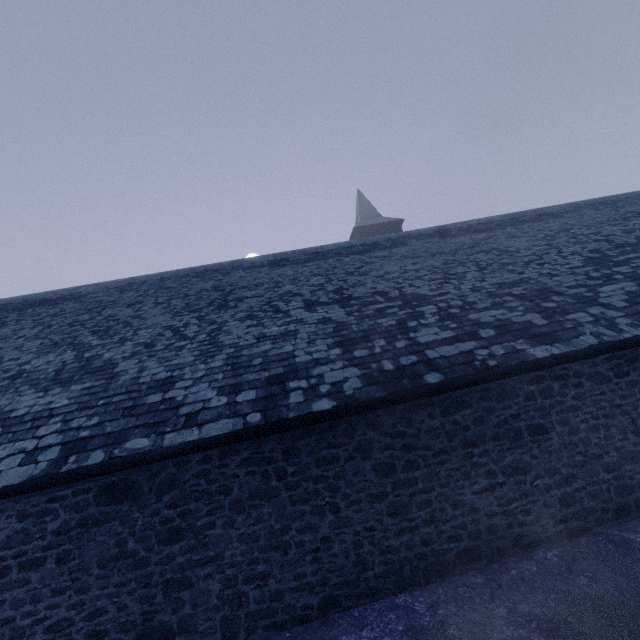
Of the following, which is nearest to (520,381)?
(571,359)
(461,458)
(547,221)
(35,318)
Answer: (571,359)
